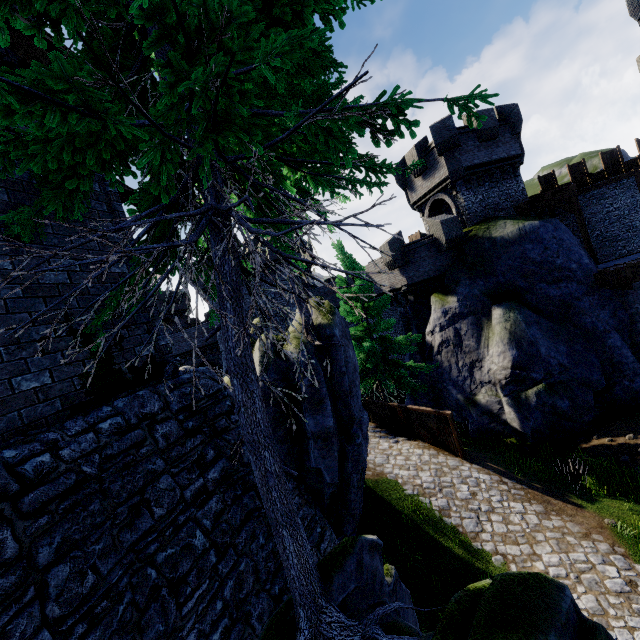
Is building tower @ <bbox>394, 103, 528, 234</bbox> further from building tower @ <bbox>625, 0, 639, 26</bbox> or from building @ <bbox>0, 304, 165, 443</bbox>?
building @ <bbox>0, 304, 165, 443</bbox>

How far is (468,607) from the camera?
2.4m

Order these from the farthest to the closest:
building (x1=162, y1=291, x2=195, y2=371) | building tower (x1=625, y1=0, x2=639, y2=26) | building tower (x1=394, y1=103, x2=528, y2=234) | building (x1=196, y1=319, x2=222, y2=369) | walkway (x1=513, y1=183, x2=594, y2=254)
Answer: building (x1=162, y1=291, x2=195, y2=371) → building (x1=196, y1=319, x2=222, y2=369) → building tower (x1=625, y1=0, x2=639, y2=26) → building tower (x1=394, y1=103, x2=528, y2=234) → walkway (x1=513, y1=183, x2=594, y2=254)

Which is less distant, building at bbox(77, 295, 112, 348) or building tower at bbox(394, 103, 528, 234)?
building at bbox(77, 295, 112, 348)

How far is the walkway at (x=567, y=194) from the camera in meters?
19.2

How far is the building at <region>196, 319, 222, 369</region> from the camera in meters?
38.9

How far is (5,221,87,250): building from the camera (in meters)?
4.39

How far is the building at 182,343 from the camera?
39.7m
